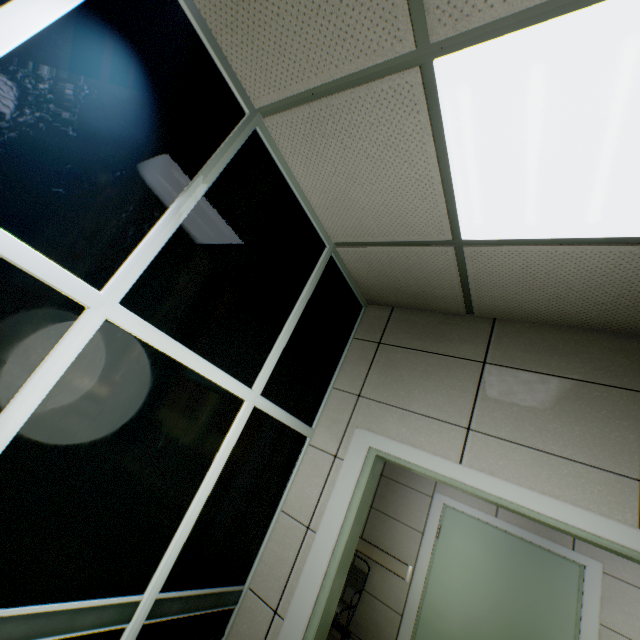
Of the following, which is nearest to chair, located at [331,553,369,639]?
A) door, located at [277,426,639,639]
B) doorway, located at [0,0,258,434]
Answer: door, located at [277,426,639,639]

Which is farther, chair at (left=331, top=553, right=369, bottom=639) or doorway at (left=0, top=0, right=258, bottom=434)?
chair at (left=331, top=553, right=369, bottom=639)

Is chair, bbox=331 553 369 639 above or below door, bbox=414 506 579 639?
below

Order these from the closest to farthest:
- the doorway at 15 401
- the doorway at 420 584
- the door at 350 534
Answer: the doorway at 15 401
the door at 350 534
the doorway at 420 584

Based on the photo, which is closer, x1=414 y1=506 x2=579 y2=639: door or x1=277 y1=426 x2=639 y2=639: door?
x1=277 y1=426 x2=639 y2=639: door

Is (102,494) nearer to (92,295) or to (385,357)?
(92,295)

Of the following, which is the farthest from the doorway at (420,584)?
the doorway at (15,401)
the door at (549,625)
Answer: the doorway at (15,401)

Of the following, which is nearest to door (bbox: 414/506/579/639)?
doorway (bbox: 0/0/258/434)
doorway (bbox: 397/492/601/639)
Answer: doorway (bbox: 397/492/601/639)
